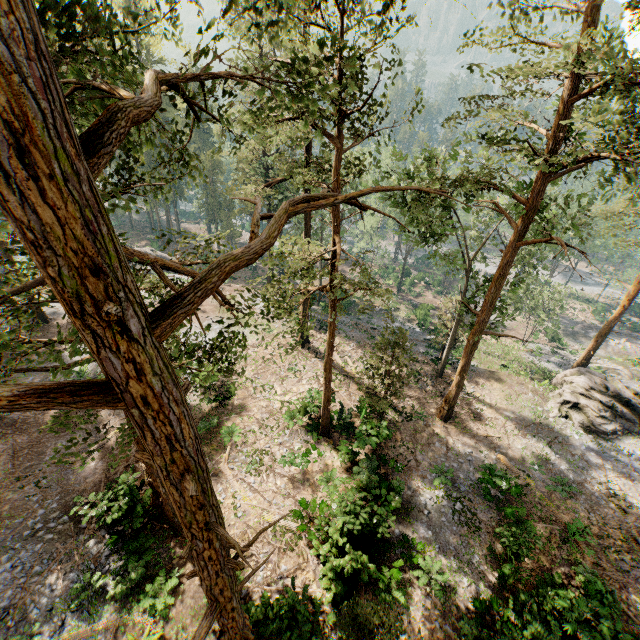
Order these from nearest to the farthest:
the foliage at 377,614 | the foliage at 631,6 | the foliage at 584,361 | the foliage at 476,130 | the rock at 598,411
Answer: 1. the foliage at 476,130
2. the foliage at 377,614
3. the foliage at 631,6
4. the rock at 598,411
5. the foliage at 584,361

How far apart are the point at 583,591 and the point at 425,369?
16.2m

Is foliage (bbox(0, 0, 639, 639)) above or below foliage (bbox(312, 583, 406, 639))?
above

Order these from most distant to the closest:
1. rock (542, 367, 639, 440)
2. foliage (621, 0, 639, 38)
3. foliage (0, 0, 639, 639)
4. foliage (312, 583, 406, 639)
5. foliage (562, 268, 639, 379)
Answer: foliage (562, 268, 639, 379) < rock (542, 367, 639, 440) < foliage (621, 0, 639, 38) < foliage (312, 583, 406, 639) < foliage (0, 0, 639, 639)

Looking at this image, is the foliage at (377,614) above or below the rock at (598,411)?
above

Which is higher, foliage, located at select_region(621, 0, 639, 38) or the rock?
foliage, located at select_region(621, 0, 639, 38)

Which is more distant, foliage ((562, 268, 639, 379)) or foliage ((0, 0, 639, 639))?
foliage ((562, 268, 639, 379))
